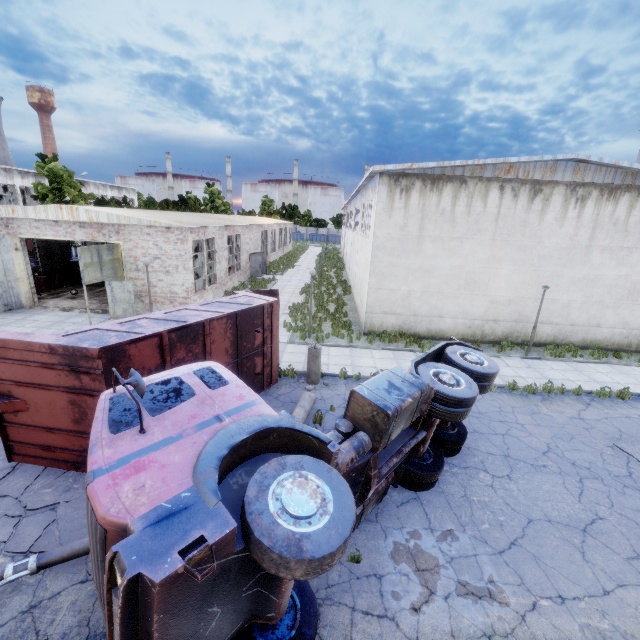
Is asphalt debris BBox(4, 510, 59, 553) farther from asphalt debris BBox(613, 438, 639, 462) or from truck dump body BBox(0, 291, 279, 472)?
asphalt debris BBox(613, 438, 639, 462)

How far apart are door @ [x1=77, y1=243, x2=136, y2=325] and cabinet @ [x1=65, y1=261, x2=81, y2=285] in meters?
9.3

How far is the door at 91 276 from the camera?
15.2 meters

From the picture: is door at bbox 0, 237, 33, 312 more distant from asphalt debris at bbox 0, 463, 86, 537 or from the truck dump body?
the truck dump body

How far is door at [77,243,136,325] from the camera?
15.2 meters

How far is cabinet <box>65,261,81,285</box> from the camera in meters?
23.5

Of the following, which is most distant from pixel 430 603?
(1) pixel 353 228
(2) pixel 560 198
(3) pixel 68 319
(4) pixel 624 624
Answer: (1) pixel 353 228

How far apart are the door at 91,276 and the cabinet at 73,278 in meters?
9.3
